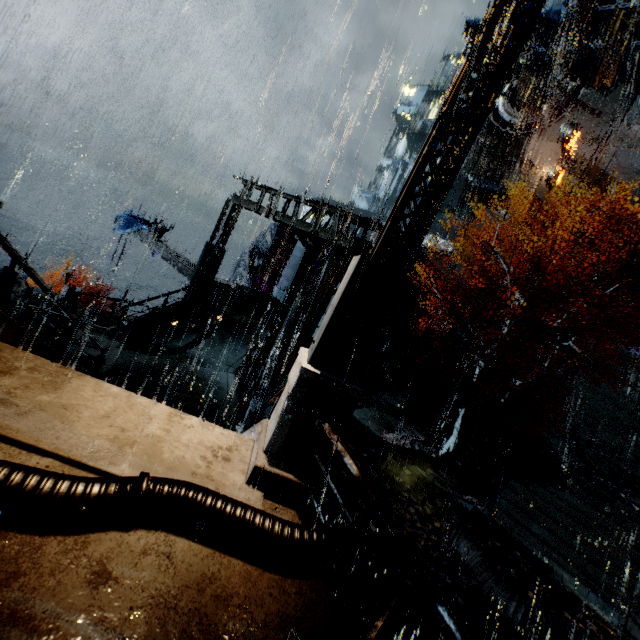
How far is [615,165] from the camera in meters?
29.9 m

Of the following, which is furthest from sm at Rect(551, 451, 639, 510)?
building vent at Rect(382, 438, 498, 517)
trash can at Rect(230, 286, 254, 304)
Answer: trash can at Rect(230, 286, 254, 304)

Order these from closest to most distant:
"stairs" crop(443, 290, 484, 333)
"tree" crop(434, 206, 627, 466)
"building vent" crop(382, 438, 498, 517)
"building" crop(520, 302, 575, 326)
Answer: "tree" crop(434, 206, 627, 466), "building vent" crop(382, 438, 498, 517), "building" crop(520, 302, 575, 326), "stairs" crop(443, 290, 484, 333)

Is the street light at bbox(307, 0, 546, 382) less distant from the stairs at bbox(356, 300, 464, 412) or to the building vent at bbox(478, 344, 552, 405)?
the stairs at bbox(356, 300, 464, 412)

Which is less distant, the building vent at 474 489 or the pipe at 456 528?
the pipe at 456 528

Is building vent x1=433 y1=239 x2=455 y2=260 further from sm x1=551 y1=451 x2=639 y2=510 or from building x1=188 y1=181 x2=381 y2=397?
sm x1=551 y1=451 x2=639 y2=510

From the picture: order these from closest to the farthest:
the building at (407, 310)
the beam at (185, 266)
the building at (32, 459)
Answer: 1. the building at (32, 459)
2. the beam at (185, 266)
3. the building at (407, 310)

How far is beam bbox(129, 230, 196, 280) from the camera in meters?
19.5 m
